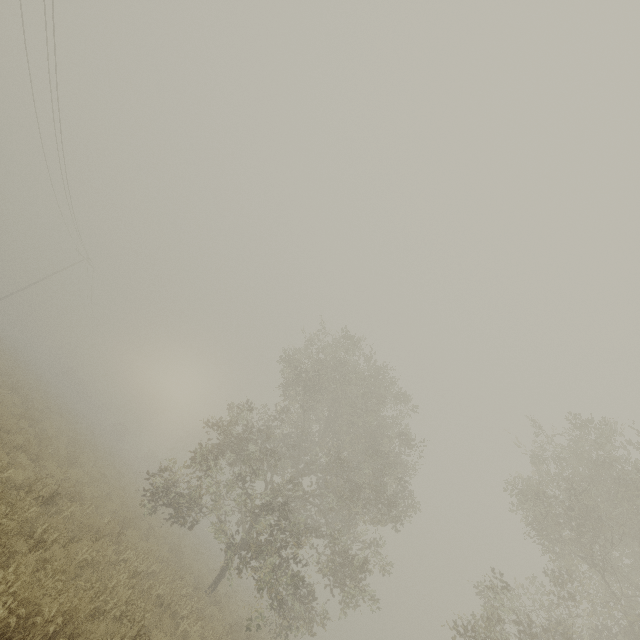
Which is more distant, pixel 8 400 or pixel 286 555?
pixel 8 400
